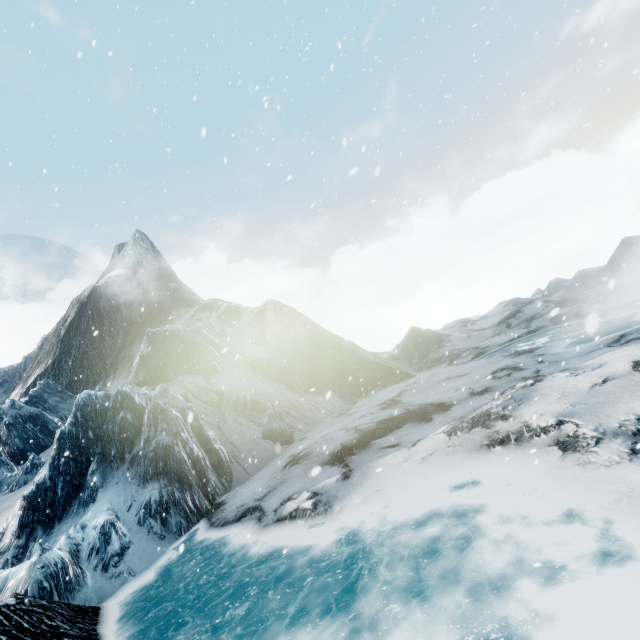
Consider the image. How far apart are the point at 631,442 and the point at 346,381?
17.65m
